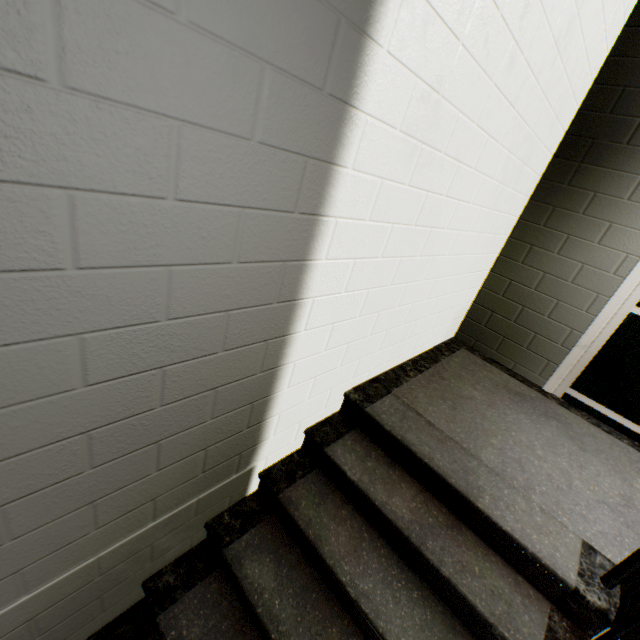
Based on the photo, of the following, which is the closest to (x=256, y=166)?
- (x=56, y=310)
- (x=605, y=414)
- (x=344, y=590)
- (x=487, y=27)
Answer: (x=56, y=310)

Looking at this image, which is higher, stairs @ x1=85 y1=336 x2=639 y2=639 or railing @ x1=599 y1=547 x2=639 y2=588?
railing @ x1=599 y1=547 x2=639 y2=588

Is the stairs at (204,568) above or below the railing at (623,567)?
below
